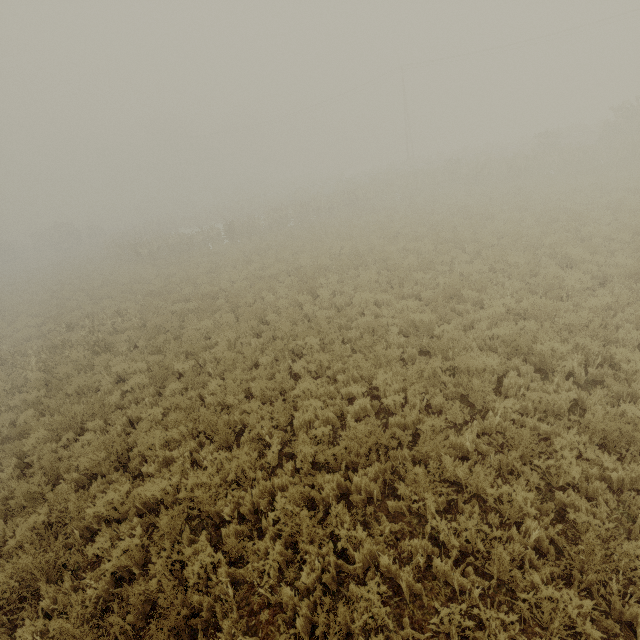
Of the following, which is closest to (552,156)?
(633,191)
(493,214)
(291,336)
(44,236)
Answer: (633,191)
